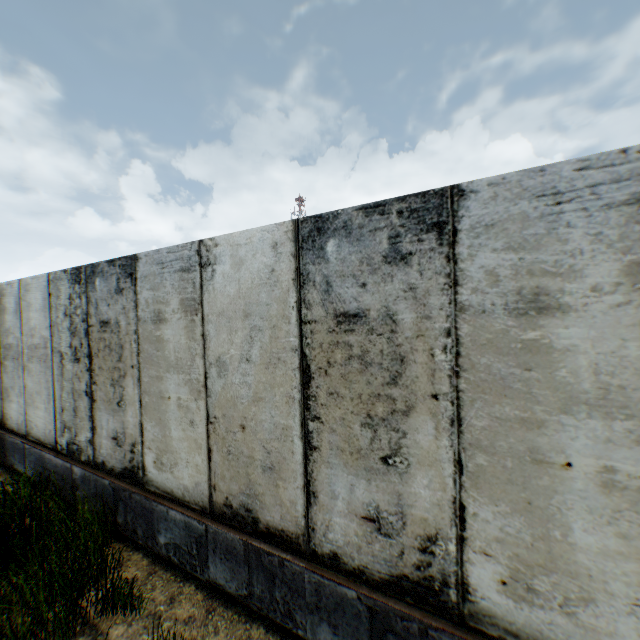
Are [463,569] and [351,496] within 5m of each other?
yes
